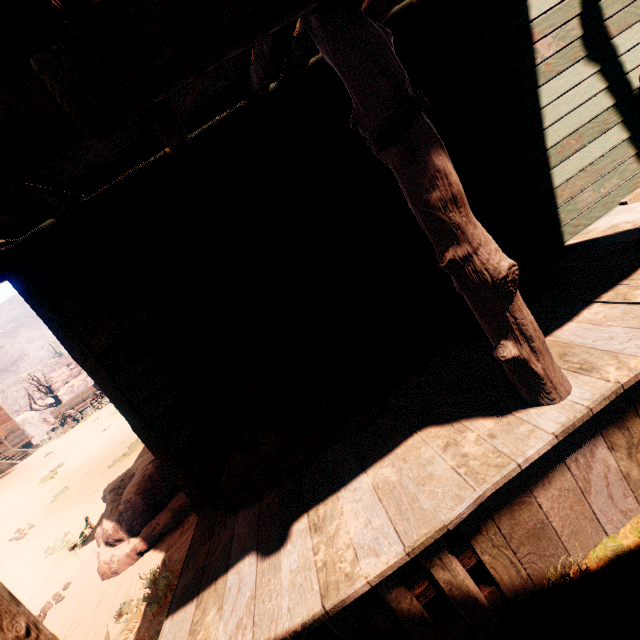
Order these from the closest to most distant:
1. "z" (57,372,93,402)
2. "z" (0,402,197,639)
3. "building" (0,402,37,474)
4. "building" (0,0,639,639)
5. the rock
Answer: "building" (0,0,639,639), "z" (0,402,197,639), "building" (0,402,37,474), "z" (57,372,93,402), the rock

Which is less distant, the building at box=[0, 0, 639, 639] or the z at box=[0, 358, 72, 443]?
the building at box=[0, 0, 639, 639]

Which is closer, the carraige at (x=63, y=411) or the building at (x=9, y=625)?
the building at (x=9, y=625)

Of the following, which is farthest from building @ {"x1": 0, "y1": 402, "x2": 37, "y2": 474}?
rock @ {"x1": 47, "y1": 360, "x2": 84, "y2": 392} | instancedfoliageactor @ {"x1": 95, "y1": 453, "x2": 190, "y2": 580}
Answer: rock @ {"x1": 47, "y1": 360, "x2": 84, "y2": 392}

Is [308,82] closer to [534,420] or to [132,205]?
[132,205]

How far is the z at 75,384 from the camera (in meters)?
43.22

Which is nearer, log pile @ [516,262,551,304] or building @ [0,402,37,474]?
log pile @ [516,262,551,304]

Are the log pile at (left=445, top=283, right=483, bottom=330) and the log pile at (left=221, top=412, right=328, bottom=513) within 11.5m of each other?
yes
